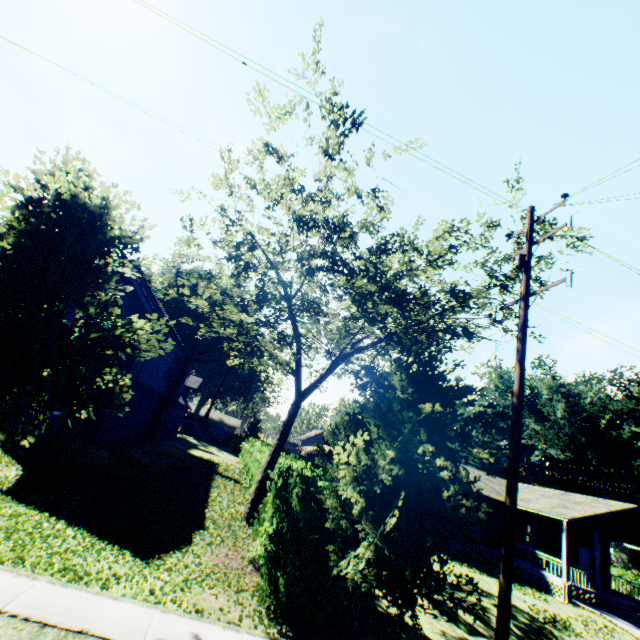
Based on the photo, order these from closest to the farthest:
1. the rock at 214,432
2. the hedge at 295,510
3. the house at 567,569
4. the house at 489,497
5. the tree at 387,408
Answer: the tree at 387,408 → the hedge at 295,510 → the house at 567,569 → the house at 489,497 → the rock at 214,432

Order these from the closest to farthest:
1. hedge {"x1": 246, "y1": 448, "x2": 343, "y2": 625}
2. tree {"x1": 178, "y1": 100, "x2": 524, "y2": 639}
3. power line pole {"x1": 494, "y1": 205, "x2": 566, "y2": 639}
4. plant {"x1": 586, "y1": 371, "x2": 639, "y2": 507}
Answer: tree {"x1": 178, "y1": 100, "x2": 524, "y2": 639} < power line pole {"x1": 494, "y1": 205, "x2": 566, "y2": 639} < hedge {"x1": 246, "y1": 448, "x2": 343, "y2": 625} < plant {"x1": 586, "y1": 371, "x2": 639, "y2": 507}

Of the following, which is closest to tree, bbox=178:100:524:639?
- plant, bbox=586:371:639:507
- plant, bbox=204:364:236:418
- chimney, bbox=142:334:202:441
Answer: plant, bbox=204:364:236:418

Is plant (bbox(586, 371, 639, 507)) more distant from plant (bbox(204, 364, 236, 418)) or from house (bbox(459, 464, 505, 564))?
plant (bbox(204, 364, 236, 418))

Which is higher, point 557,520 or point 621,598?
point 557,520

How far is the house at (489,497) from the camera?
23.7 meters

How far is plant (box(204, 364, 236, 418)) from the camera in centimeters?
5459cm

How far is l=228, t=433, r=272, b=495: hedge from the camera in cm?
1779
